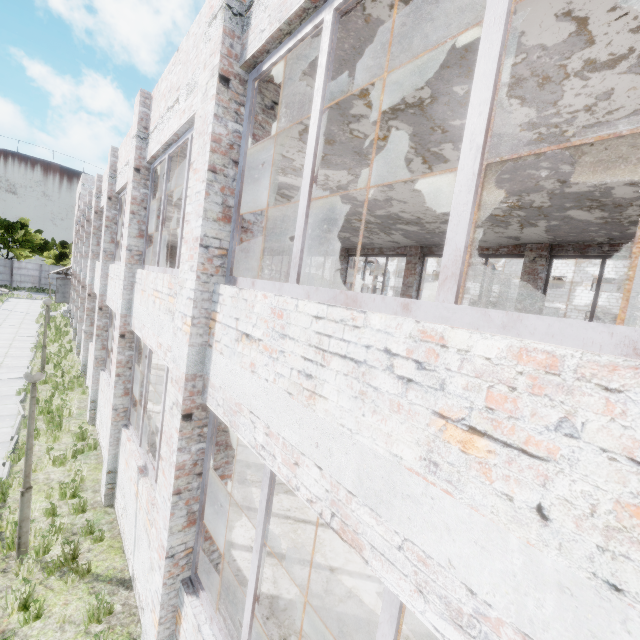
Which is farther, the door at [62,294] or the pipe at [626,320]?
the door at [62,294]

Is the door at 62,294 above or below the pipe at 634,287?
below

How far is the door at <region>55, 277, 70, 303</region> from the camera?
28.1 meters

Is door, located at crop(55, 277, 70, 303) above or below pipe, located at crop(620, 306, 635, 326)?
below

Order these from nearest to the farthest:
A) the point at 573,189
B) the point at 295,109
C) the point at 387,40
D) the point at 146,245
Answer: the point at 387,40
the point at 295,109
the point at 573,189
the point at 146,245

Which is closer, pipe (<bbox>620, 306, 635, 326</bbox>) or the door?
pipe (<bbox>620, 306, 635, 326</bbox>)

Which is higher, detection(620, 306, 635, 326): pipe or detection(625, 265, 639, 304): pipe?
detection(625, 265, 639, 304): pipe
